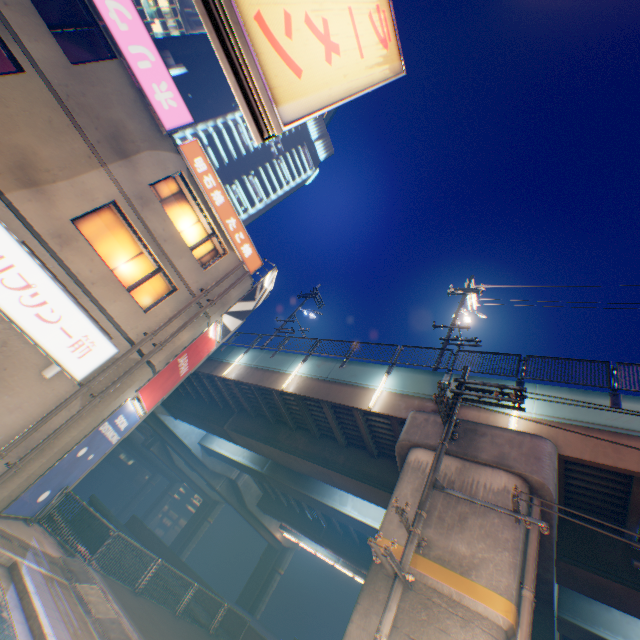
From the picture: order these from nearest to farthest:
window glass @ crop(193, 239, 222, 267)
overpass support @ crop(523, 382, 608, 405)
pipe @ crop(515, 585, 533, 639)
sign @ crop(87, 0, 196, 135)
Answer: pipe @ crop(515, 585, 533, 639), overpass support @ crop(523, 382, 608, 405), sign @ crop(87, 0, 196, 135), window glass @ crop(193, 239, 222, 267)

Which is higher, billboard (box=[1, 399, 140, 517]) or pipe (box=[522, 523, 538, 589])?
pipe (box=[522, 523, 538, 589])

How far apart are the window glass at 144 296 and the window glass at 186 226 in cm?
146

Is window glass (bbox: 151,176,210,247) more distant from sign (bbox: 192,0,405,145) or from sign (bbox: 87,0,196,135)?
sign (bbox: 192,0,405,145)

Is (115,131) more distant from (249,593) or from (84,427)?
A: (249,593)

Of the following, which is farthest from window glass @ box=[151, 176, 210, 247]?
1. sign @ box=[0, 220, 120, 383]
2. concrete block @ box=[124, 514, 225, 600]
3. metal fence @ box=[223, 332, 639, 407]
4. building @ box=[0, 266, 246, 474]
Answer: concrete block @ box=[124, 514, 225, 600]

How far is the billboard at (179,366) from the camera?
12.9m

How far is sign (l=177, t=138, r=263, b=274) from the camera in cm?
1301
